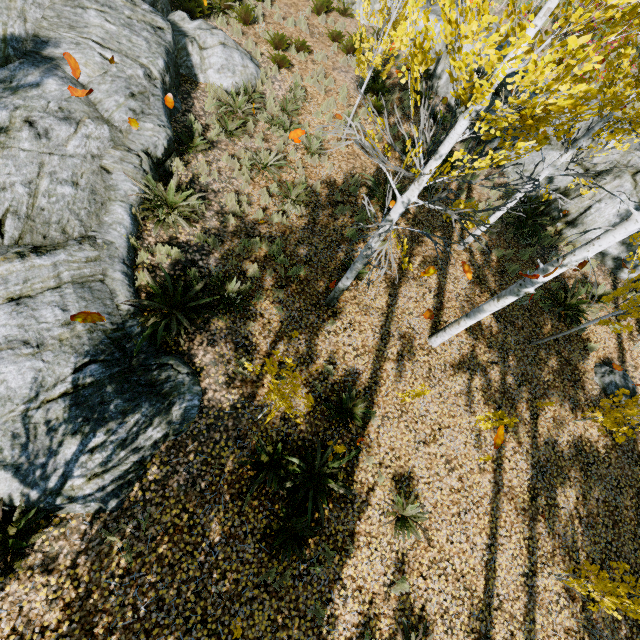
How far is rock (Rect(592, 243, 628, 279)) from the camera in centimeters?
1006cm

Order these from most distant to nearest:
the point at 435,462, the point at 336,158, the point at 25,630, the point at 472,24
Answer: the point at 336,158, the point at 435,462, the point at 25,630, the point at 472,24

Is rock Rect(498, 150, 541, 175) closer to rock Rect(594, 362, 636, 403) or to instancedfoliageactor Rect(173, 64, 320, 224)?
instancedfoliageactor Rect(173, 64, 320, 224)

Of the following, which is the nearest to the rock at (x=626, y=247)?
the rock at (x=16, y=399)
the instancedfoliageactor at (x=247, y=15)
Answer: the instancedfoliageactor at (x=247, y=15)

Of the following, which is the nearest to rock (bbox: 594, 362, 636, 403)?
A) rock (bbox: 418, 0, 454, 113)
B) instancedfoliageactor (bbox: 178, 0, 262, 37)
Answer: instancedfoliageactor (bbox: 178, 0, 262, 37)

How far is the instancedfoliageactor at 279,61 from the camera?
10.3m

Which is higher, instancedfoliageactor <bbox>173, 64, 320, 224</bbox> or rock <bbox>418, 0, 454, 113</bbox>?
rock <bbox>418, 0, 454, 113</bbox>

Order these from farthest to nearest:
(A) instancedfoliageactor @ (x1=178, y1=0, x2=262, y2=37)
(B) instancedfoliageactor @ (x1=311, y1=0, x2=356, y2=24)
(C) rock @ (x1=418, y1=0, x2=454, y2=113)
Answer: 1. (B) instancedfoliageactor @ (x1=311, y1=0, x2=356, y2=24)
2. (C) rock @ (x1=418, y1=0, x2=454, y2=113)
3. (A) instancedfoliageactor @ (x1=178, y1=0, x2=262, y2=37)
